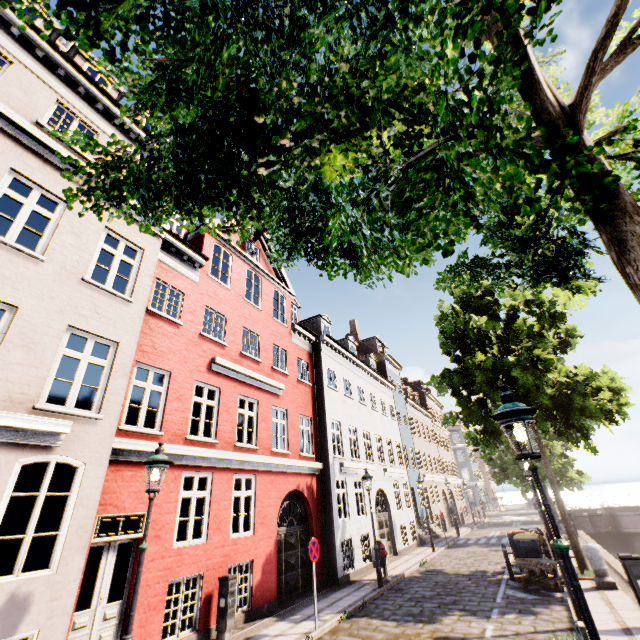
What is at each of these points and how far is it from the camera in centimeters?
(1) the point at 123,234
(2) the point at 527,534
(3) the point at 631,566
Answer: (1) building, 883cm
(2) trash bin, 1230cm
(3) electrical box, 730cm

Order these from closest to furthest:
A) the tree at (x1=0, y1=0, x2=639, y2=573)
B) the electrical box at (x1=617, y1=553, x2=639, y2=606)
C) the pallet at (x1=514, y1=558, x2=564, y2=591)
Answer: the tree at (x1=0, y1=0, x2=639, y2=573) → the electrical box at (x1=617, y1=553, x2=639, y2=606) → the pallet at (x1=514, y1=558, x2=564, y2=591)

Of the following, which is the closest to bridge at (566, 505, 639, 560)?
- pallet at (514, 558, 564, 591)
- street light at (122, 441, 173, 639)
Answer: pallet at (514, 558, 564, 591)

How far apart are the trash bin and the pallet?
0.7m

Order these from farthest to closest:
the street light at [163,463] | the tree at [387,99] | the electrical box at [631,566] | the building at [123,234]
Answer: the electrical box at [631,566], the building at [123,234], the street light at [163,463], the tree at [387,99]

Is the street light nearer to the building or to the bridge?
the bridge

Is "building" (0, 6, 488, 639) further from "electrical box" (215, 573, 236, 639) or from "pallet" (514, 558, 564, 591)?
"electrical box" (215, 573, 236, 639)

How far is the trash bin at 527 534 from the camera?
12.0m
